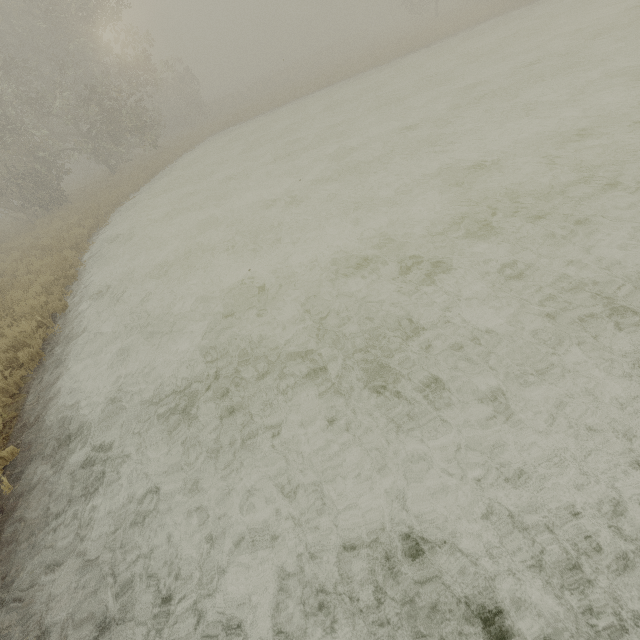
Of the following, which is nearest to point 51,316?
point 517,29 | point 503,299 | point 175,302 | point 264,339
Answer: point 175,302
